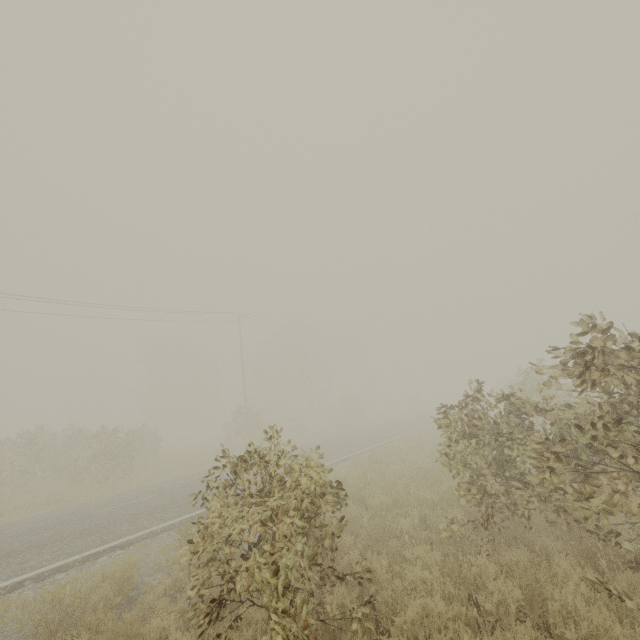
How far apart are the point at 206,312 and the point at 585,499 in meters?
26.0
